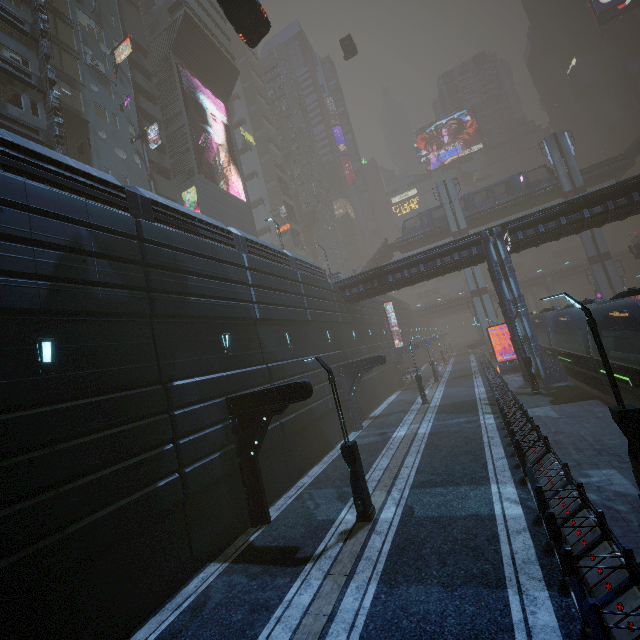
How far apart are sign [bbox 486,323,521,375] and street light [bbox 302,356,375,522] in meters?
25.0

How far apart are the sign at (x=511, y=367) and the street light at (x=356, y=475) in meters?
25.0

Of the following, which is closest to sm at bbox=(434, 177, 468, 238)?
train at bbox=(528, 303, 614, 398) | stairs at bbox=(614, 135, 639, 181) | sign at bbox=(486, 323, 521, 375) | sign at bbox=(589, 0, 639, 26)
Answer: train at bbox=(528, 303, 614, 398)

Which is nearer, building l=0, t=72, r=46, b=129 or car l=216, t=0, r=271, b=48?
car l=216, t=0, r=271, b=48

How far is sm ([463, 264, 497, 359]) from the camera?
44.7m

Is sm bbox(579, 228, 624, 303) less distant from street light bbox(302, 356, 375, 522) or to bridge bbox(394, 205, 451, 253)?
bridge bbox(394, 205, 451, 253)

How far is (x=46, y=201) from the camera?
8.8m

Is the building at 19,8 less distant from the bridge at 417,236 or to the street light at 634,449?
the street light at 634,449
